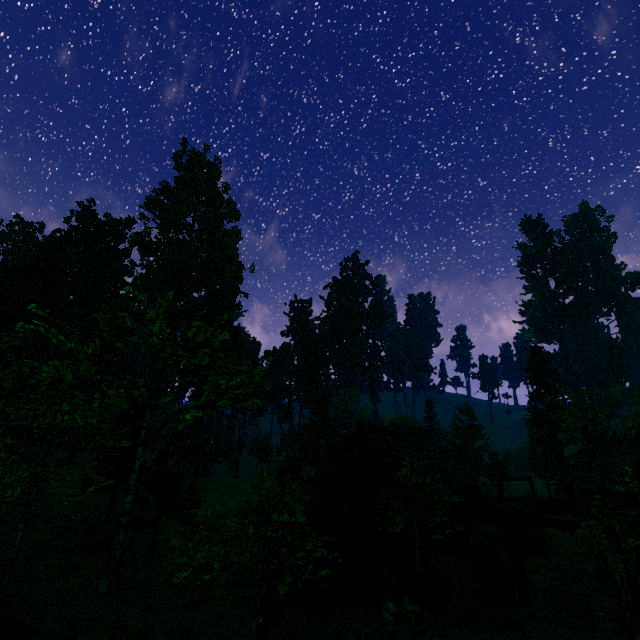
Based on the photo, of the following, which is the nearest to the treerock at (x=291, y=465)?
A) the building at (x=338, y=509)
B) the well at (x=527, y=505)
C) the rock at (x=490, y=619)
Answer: the building at (x=338, y=509)

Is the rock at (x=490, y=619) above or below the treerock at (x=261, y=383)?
below

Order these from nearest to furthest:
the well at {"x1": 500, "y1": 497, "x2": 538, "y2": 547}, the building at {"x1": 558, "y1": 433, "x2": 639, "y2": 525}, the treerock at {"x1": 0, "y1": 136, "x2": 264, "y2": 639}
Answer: the treerock at {"x1": 0, "y1": 136, "x2": 264, "y2": 639}, the well at {"x1": 500, "y1": 497, "x2": 538, "y2": 547}, the building at {"x1": 558, "y1": 433, "x2": 639, "y2": 525}

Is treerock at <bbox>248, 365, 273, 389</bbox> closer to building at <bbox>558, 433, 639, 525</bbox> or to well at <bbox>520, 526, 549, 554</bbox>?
building at <bbox>558, 433, 639, 525</bbox>

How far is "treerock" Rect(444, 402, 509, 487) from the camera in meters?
37.8 m

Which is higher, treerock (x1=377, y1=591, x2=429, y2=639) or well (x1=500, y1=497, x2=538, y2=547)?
well (x1=500, y1=497, x2=538, y2=547)

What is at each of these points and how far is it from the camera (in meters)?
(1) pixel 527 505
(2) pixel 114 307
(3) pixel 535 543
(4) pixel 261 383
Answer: (1) well, 22.34
(2) treerock, 52.19
(3) well, 20.94
(4) treerock, 15.92

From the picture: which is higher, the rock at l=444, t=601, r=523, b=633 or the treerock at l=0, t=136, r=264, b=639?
the treerock at l=0, t=136, r=264, b=639
